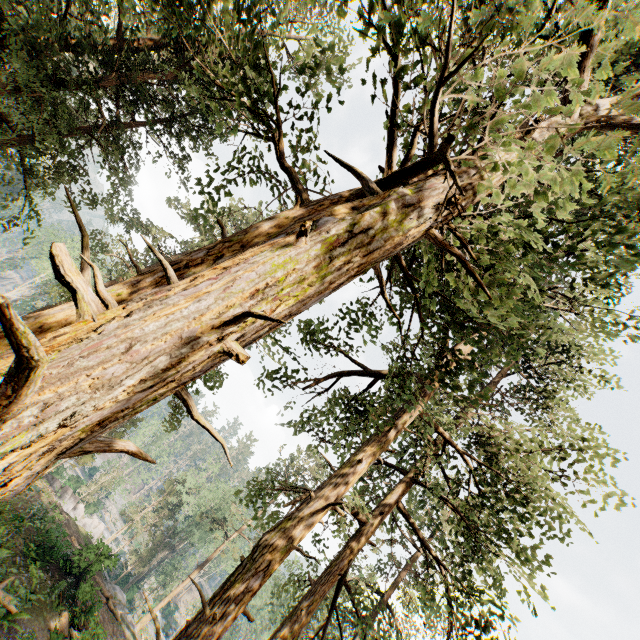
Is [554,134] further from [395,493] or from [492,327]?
[395,493]

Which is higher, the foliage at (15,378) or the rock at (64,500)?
the foliage at (15,378)

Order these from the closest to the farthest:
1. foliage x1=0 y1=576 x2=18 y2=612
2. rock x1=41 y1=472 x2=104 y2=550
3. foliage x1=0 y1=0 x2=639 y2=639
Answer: foliage x1=0 y1=0 x2=639 y2=639
foliage x1=0 y1=576 x2=18 y2=612
rock x1=41 y1=472 x2=104 y2=550

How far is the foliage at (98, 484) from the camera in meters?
45.4 m

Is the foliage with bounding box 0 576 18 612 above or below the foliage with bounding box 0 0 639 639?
below

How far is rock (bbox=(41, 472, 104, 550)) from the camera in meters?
28.5

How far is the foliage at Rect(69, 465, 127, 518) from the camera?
45.41m

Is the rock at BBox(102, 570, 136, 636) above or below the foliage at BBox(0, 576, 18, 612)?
below
